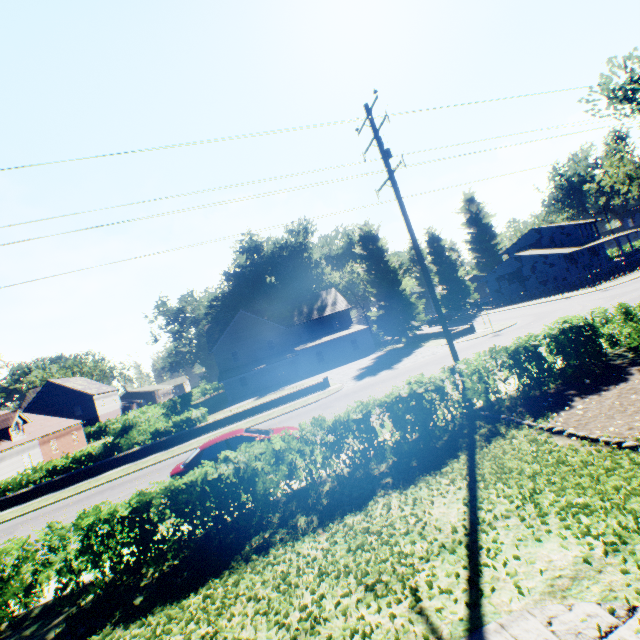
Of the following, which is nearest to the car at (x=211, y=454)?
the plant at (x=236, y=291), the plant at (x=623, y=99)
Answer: the plant at (x=623, y=99)

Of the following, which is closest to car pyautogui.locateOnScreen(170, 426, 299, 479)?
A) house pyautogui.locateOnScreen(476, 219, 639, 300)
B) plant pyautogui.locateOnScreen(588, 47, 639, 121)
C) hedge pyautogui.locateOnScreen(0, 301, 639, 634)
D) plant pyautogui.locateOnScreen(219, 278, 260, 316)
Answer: hedge pyautogui.locateOnScreen(0, 301, 639, 634)

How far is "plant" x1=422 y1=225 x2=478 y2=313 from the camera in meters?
51.7 m

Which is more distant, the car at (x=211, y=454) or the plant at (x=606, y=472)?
the car at (x=211, y=454)

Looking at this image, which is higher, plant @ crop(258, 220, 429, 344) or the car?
plant @ crop(258, 220, 429, 344)

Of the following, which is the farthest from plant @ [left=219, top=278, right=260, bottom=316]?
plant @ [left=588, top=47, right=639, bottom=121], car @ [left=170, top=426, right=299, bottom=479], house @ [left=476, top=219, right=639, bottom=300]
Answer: car @ [left=170, top=426, right=299, bottom=479]

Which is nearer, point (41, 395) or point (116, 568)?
point (116, 568)
